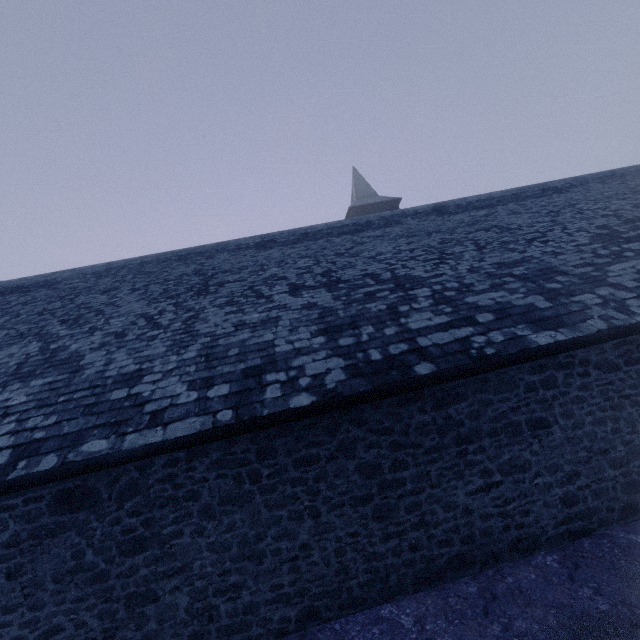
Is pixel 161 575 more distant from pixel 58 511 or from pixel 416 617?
pixel 416 617
